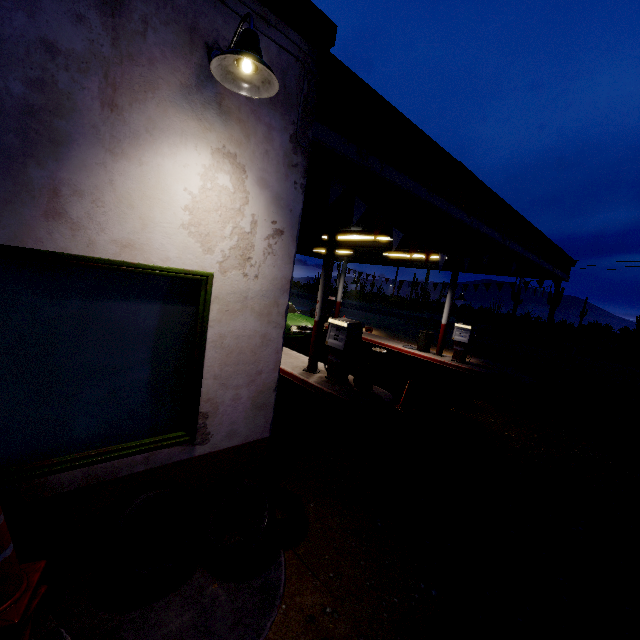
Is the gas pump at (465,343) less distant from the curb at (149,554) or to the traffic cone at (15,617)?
the curb at (149,554)

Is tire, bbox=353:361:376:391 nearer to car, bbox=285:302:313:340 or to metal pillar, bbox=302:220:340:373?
metal pillar, bbox=302:220:340:373

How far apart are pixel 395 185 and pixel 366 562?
4.4m

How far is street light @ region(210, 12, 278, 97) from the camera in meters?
2.0 m

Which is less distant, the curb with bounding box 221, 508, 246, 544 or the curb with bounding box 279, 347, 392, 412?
the curb with bounding box 221, 508, 246, 544

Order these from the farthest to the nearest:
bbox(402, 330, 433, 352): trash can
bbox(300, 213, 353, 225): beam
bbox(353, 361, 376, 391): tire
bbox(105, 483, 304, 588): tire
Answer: bbox(402, 330, 433, 352): trash can, bbox(300, 213, 353, 225): beam, bbox(353, 361, 376, 391): tire, bbox(105, 483, 304, 588): tire

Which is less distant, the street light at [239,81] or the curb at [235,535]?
the street light at [239,81]

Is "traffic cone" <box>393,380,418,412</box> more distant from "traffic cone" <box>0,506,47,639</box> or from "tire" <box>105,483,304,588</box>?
"traffic cone" <box>0,506,47,639</box>
